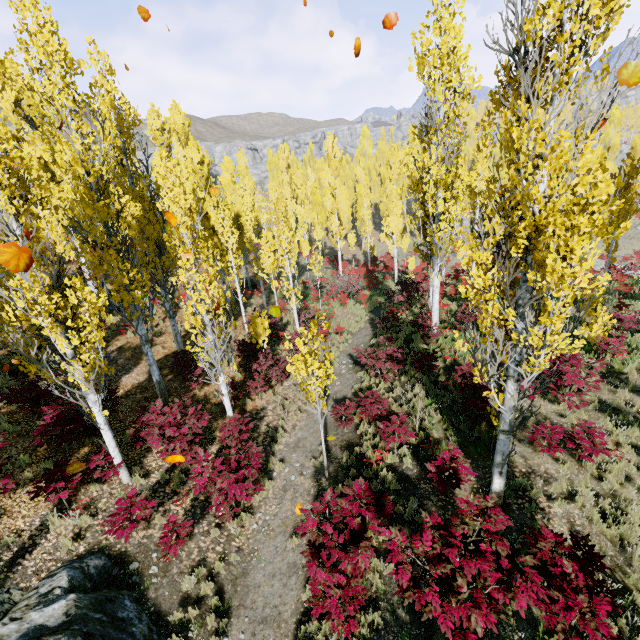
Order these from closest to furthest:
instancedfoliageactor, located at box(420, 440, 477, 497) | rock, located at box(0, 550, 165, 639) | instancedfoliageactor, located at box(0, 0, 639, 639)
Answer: instancedfoliageactor, located at box(0, 0, 639, 639) < rock, located at box(0, 550, 165, 639) < instancedfoliageactor, located at box(420, 440, 477, 497)

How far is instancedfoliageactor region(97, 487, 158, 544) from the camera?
7.1 meters

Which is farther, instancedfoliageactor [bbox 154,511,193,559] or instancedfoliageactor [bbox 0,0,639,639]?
instancedfoliageactor [bbox 154,511,193,559]

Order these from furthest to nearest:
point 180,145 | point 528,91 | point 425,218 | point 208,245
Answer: point 180,145 → point 425,218 → point 208,245 → point 528,91

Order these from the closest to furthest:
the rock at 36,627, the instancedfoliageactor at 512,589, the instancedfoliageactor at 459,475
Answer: the instancedfoliageactor at 512,589 → the rock at 36,627 → the instancedfoliageactor at 459,475

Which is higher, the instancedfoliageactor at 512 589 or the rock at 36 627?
the instancedfoliageactor at 512 589
